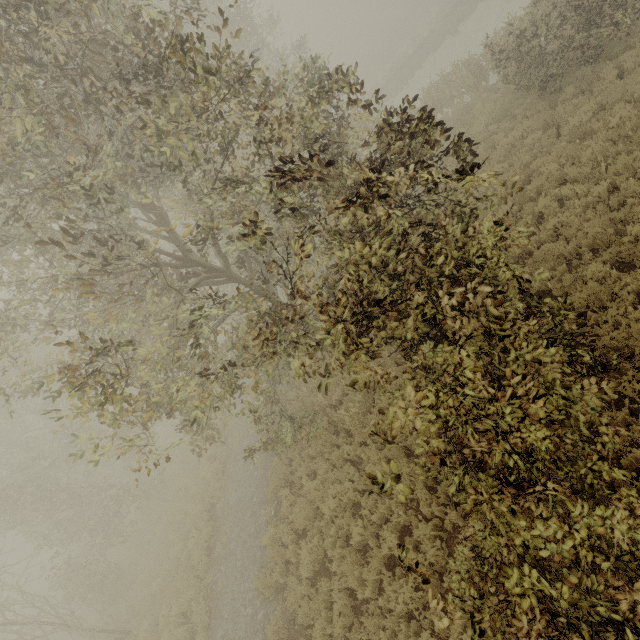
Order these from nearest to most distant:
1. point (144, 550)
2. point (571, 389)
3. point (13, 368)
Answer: point (571, 389) → point (144, 550) → point (13, 368)
